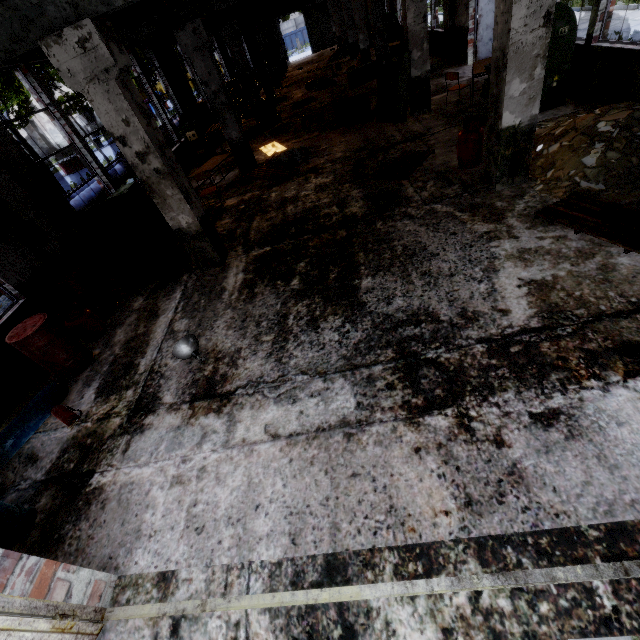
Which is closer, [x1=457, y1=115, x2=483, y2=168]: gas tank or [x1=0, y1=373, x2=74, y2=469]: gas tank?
[x1=0, y1=373, x2=74, y2=469]: gas tank

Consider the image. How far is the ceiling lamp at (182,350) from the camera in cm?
469

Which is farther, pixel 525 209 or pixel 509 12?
pixel 525 209

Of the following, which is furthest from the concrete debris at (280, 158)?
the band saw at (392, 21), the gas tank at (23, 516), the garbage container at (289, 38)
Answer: the garbage container at (289, 38)

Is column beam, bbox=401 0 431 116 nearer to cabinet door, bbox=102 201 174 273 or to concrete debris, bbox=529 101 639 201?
concrete debris, bbox=529 101 639 201

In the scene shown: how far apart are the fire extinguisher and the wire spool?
26.80m

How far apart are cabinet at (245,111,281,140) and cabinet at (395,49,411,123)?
5.6 meters

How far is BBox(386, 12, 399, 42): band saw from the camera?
19.4 meters
